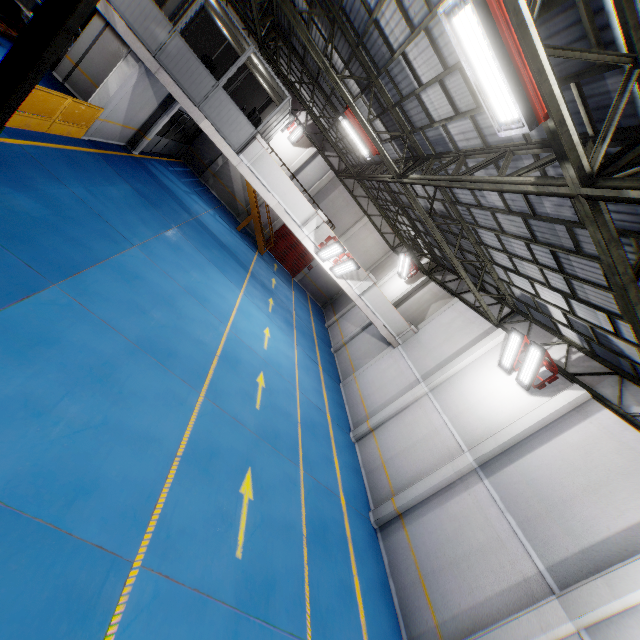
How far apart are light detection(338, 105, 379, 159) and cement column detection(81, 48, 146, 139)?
7.72m

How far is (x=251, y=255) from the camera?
21.6 meters

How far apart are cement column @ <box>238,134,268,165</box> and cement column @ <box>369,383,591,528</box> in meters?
13.4

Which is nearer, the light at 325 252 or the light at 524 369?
the light at 524 369

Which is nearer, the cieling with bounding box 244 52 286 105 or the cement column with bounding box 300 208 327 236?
the cieling with bounding box 244 52 286 105

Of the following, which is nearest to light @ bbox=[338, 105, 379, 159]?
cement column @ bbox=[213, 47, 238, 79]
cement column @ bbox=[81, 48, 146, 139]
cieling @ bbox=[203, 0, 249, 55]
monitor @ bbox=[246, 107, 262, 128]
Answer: cieling @ bbox=[203, 0, 249, 55]

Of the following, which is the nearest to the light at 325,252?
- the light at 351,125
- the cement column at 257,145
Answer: the light at 351,125

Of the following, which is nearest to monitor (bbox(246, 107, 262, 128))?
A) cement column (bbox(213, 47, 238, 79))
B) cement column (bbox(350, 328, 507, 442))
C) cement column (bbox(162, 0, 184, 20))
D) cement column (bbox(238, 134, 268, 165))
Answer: cement column (bbox(238, 134, 268, 165))
